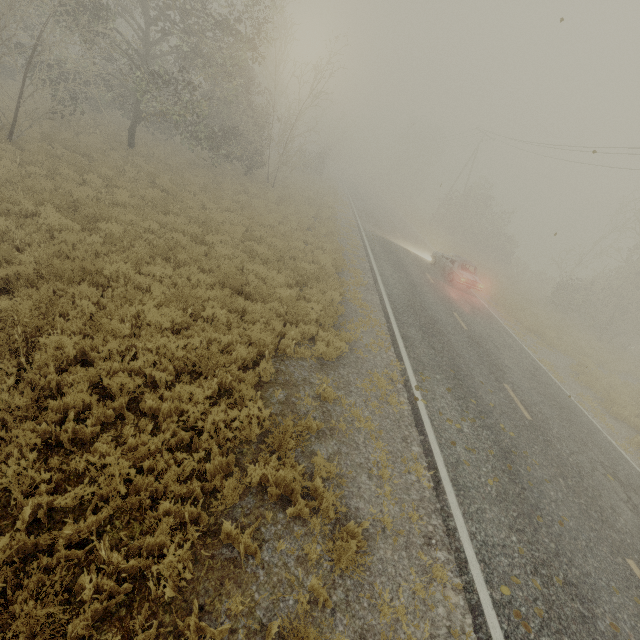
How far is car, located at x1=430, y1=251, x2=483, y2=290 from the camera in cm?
1852

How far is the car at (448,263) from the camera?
18.52m

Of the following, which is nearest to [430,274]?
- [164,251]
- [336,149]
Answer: [164,251]
